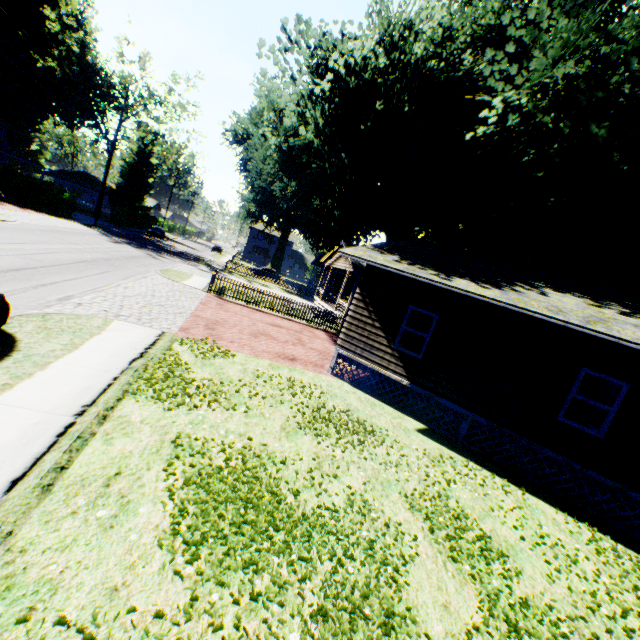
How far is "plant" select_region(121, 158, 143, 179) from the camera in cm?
5869

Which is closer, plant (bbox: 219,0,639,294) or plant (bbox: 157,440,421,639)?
plant (bbox: 157,440,421,639)

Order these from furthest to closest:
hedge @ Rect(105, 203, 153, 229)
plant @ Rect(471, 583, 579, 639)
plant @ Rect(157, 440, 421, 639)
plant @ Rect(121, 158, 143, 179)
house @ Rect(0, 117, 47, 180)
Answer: plant @ Rect(121, 158, 143, 179) → hedge @ Rect(105, 203, 153, 229) → house @ Rect(0, 117, 47, 180) → plant @ Rect(471, 583, 579, 639) → plant @ Rect(157, 440, 421, 639)

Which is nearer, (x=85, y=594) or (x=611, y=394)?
(x=85, y=594)

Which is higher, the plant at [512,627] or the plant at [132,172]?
the plant at [132,172]

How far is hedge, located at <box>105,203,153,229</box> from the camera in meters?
45.9

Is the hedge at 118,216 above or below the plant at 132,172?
below

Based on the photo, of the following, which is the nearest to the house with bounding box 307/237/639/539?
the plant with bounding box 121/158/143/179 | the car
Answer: the car
